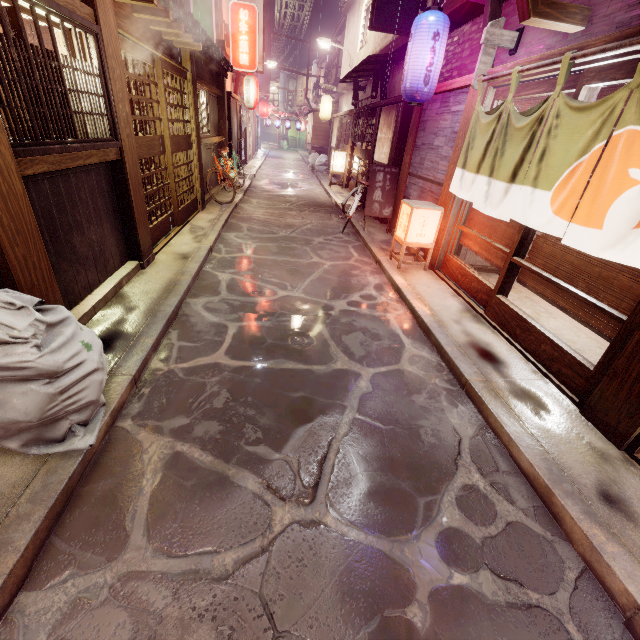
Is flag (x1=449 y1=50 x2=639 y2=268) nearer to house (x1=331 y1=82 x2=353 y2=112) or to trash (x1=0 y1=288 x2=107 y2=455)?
house (x1=331 y1=82 x2=353 y2=112)

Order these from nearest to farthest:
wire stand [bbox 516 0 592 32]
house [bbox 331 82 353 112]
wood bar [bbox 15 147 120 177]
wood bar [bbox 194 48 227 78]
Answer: wood bar [bbox 15 147 120 177]
wire stand [bbox 516 0 592 32]
wood bar [bbox 194 48 227 78]
house [bbox 331 82 353 112]

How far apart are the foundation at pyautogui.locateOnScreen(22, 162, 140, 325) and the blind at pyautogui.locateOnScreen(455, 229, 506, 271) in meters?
9.2

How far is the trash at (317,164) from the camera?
34.3m

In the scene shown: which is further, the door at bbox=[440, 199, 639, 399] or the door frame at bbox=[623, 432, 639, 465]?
the door at bbox=[440, 199, 639, 399]

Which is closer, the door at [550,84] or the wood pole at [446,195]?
the door at [550,84]

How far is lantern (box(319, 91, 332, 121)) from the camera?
29.7 meters

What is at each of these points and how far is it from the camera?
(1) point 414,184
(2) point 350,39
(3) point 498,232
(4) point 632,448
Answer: (1) house, 12.6m
(2) house, 27.4m
(3) blind, 8.3m
(4) door frame, 4.7m
